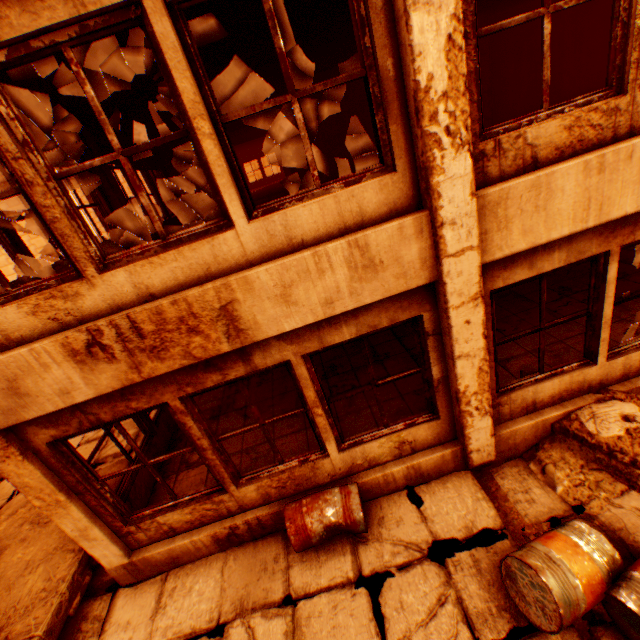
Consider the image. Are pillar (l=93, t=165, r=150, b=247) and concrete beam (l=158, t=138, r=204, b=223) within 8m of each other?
yes

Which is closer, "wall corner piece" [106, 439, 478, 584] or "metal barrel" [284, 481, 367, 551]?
"metal barrel" [284, 481, 367, 551]

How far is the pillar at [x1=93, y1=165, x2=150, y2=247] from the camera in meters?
6.6 m

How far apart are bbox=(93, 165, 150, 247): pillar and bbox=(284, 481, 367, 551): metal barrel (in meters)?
6.12

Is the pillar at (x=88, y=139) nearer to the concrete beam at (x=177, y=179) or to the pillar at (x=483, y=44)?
the concrete beam at (x=177, y=179)

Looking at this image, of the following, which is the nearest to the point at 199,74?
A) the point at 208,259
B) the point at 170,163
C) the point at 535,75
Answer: the point at 208,259

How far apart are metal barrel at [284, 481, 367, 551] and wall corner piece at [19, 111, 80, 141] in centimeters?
511cm

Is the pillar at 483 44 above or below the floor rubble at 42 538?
above
